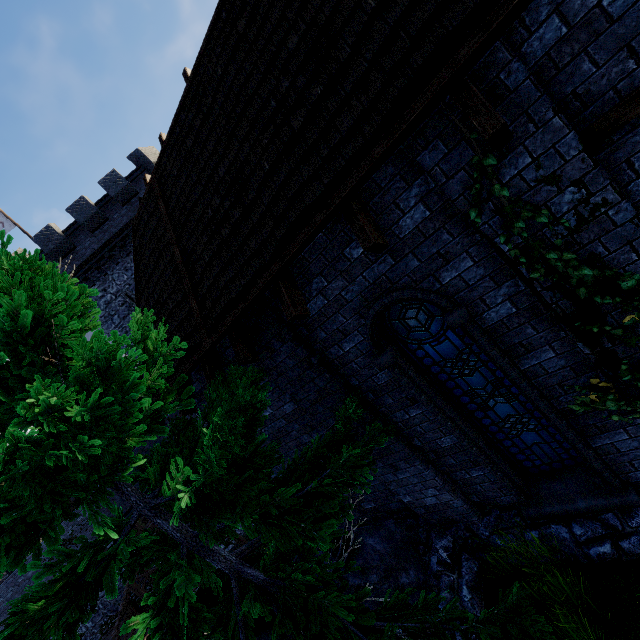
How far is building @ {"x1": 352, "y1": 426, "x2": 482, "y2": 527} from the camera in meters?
5.3

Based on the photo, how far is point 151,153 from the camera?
20.5 meters

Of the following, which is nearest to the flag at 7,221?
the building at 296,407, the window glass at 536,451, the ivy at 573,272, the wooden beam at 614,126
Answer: the building at 296,407

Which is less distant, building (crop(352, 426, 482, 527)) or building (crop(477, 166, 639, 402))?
building (crop(477, 166, 639, 402))

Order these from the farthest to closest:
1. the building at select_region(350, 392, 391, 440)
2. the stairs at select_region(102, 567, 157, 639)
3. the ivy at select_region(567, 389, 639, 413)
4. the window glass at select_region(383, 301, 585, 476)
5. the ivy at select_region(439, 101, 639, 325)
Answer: the stairs at select_region(102, 567, 157, 639) → the building at select_region(350, 392, 391, 440) → the window glass at select_region(383, 301, 585, 476) → the ivy at select_region(567, 389, 639, 413) → the ivy at select_region(439, 101, 639, 325)

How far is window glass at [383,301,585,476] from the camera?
4.6m

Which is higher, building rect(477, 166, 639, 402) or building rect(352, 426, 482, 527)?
building rect(477, 166, 639, 402)

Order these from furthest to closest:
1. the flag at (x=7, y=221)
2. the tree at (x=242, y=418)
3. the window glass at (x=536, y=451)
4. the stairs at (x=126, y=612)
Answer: the flag at (x=7, y=221)
the stairs at (x=126, y=612)
the window glass at (x=536, y=451)
the tree at (x=242, y=418)
